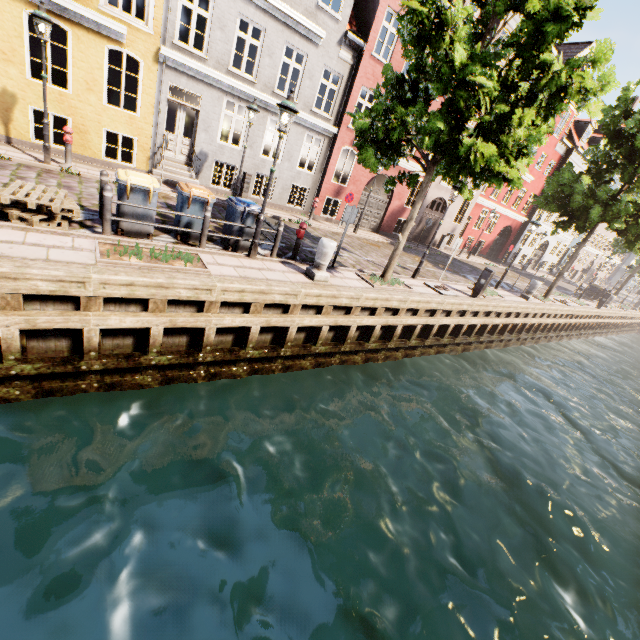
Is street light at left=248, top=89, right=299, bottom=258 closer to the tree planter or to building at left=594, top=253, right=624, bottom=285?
the tree planter

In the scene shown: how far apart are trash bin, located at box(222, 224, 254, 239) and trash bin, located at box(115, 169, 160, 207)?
1.6m

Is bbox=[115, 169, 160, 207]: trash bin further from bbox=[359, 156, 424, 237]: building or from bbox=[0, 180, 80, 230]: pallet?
bbox=[359, 156, 424, 237]: building

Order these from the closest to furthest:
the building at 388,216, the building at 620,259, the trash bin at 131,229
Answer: the trash bin at 131,229 < the building at 388,216 < the building at 620,259

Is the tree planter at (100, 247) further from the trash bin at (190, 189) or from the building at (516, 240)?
the building at (516, 240)

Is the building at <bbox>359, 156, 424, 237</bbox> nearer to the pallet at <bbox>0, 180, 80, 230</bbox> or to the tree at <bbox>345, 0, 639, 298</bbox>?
the tree at <bbox>345, 0, 639, 298</bbox>

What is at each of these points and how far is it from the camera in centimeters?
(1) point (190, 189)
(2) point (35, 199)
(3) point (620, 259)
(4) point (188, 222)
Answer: (1) trash bin, 766cm
(2) pallet, 591cm
(3) building, 5184cm
(4) trash bin, 803cm

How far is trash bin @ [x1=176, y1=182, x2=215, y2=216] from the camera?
7.6m
